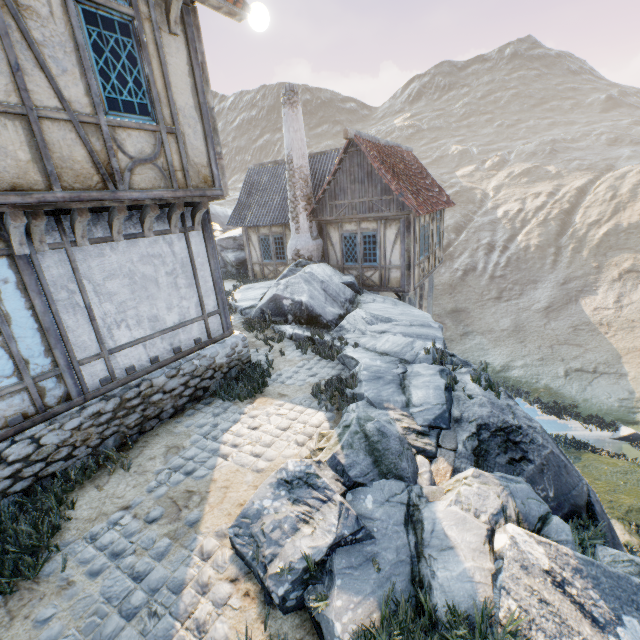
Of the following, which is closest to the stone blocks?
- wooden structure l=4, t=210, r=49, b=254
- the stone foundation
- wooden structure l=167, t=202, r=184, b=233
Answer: the stone foundation

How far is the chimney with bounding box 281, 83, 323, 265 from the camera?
12.6m

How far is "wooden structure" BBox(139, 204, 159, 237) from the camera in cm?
529

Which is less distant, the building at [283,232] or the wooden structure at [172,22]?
the wooden structure at [172,22]

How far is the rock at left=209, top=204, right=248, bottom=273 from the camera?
19.58m

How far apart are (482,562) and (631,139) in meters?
73.9

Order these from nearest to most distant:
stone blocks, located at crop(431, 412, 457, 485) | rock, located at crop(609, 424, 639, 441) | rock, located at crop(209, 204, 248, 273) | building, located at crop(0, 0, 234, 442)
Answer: building, located at crop(0, 0, 234, 442) → stone blocks, located at crop(431, 412, 457, 485) → rock, located at crop(609, 424, 639, 441) → rock, located at crop(209, 204, 248, 273)

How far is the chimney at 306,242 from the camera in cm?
1256
